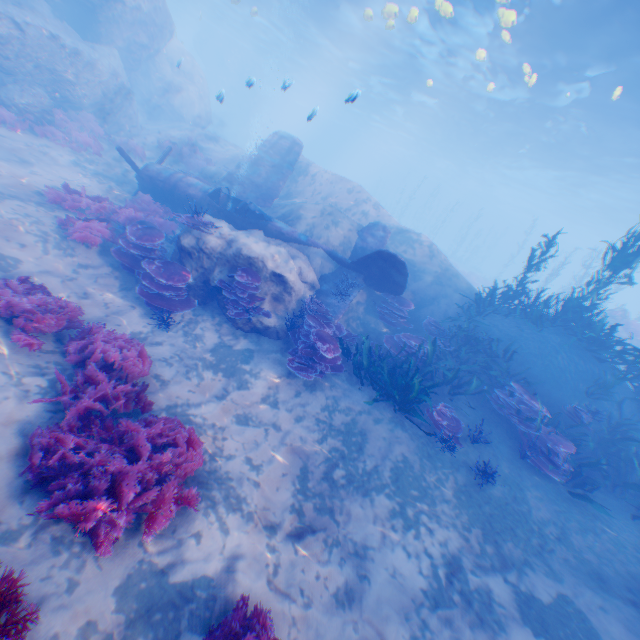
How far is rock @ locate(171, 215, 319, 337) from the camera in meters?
8.8 m

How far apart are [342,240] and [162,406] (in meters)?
7.93

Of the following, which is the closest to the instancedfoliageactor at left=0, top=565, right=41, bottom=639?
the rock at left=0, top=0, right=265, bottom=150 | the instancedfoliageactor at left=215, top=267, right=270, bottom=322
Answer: the rock at left=0, top=0, right=265, bottom=150

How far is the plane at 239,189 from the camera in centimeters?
1023cm

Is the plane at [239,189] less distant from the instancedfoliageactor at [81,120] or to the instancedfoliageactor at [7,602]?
the instancedfoliageactor at [81,120]

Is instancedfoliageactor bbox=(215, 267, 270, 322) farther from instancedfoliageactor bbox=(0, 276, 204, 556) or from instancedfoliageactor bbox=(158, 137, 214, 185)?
instancedfoliageactor bbox=(158, 137, 214, 185)

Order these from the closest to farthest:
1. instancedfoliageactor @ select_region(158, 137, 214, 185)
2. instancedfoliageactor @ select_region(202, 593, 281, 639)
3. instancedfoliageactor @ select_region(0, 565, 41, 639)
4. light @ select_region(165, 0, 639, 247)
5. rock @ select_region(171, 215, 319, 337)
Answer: instancedfoliageactor @ select_region(0, 565, 41, 639)
instancedfoliageactor @ select_region(202, 593, 281, 639)
rock @ select_region(171, 215, 319, 337)
light @ select_region(165, 0, 639, 247)
instancedfoliageactor @ select_region(158, 137, 214, 185)

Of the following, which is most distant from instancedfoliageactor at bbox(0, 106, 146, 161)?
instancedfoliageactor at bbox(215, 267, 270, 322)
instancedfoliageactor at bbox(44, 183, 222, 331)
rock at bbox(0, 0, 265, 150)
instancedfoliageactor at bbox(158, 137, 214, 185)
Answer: instancedfoliageactor at bbox(215, 267, 270, 322)
